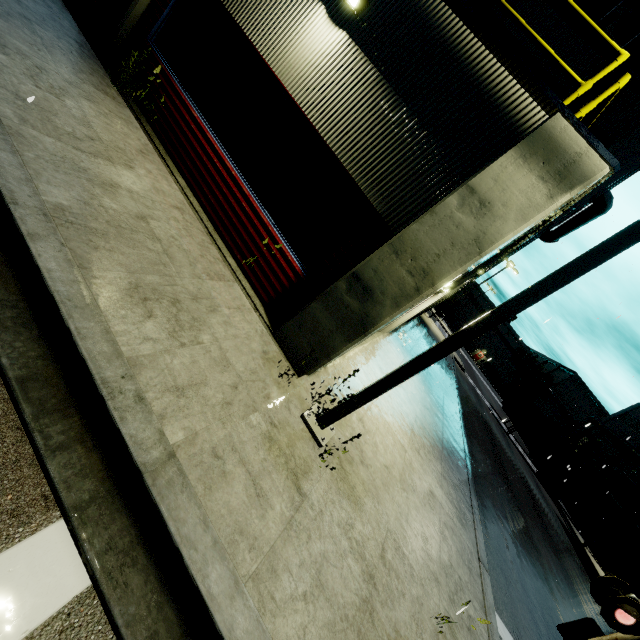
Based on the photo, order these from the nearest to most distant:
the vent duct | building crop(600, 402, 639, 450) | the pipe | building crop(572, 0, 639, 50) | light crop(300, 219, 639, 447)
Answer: light crop(300, 219, 639, 447)
building crop(572, 0, 639, 50)
the vent duct
the pipe
building crop(600, 402, 639, 450)

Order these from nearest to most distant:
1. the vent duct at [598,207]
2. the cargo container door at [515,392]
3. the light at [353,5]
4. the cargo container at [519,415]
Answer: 1. the light at [353,5]
2. the vent duct at [598,207]
3. the cargo container at [519,415]
4. the cargo container door at [515,392]

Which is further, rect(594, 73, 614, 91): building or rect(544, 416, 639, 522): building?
rect(544, 416, 639, 522): building

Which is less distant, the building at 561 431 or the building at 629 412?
the building at 561 431

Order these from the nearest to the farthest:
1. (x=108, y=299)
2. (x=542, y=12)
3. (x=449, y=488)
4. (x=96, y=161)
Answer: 1. (x=108, y=299)
2. (x=96, y=161)
3. (x=449, y=488)
4. (x=542, y=12)

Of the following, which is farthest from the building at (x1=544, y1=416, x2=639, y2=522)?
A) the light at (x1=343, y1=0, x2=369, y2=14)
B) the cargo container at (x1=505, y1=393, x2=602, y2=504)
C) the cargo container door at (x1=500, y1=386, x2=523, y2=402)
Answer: the cargo container door at (x1=500, y1=386, x2=523, y2=402)

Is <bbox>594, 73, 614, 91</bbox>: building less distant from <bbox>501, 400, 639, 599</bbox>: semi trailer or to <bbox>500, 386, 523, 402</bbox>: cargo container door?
<bbox>501, 400, 639, 599</bbox>: semi trailer

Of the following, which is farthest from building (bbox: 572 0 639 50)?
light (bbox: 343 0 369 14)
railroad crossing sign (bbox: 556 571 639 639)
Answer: railroad crossing sign (bbox: 556 571 639 639)
